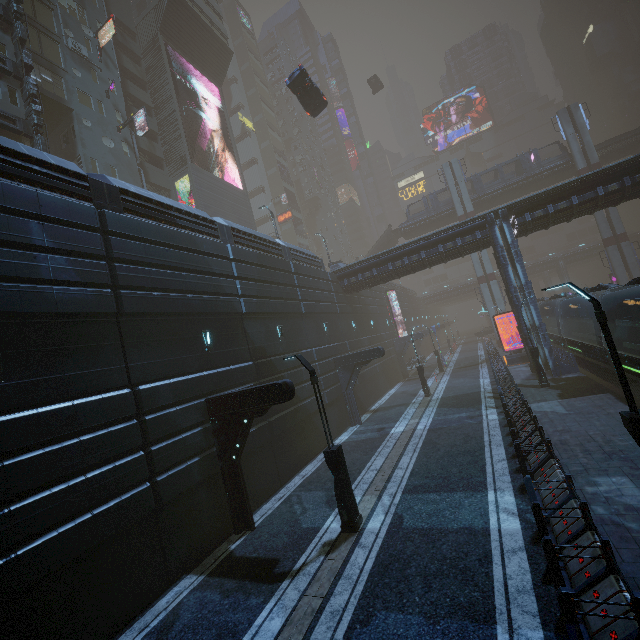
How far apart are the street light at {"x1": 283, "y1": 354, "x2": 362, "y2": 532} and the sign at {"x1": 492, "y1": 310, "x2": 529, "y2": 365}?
25.0 meters

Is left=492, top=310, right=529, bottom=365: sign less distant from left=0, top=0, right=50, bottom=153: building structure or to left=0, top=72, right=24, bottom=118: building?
left=0, top=72, right=24, bottom=118: building

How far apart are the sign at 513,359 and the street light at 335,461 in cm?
2497

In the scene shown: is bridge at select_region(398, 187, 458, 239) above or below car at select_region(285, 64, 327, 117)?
below

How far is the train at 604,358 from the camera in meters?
16.7

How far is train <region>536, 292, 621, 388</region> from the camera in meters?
16.7

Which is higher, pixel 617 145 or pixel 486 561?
pixel 617 145

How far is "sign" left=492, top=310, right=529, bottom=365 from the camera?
28.8 meters
